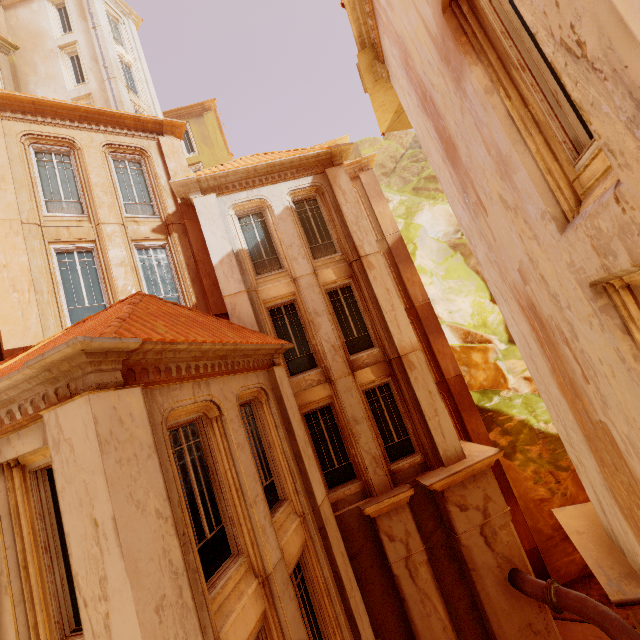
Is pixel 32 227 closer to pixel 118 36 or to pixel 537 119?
pixel 537 119

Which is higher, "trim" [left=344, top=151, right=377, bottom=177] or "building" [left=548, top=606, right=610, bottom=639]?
"trim" [left=344, top=151, right=377, bottom=177]

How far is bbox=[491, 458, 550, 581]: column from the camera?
13.5 meters

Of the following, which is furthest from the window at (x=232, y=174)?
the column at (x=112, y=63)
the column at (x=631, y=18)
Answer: the column at (x=631, y=18)

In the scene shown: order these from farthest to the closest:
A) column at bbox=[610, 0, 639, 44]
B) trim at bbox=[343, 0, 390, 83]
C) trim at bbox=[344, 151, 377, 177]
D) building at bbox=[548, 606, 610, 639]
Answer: trim at bbox=[344, 151, 377, 177]
building at bbox=[548, 606, 610, 639]
trim at bbox=[343, 0, 390, 83]
column at bbox=[610, 0, 639, 44]

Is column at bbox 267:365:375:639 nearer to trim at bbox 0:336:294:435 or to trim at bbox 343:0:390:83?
trim at bbox 0:336:294:435

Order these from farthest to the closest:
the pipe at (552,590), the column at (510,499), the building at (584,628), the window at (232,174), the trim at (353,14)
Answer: the column at (510,499) < the building at (584,628) < the window at (232,174) < the trim at (353,14) < the pipe at (552,590)

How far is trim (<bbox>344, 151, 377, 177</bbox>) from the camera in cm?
1684
